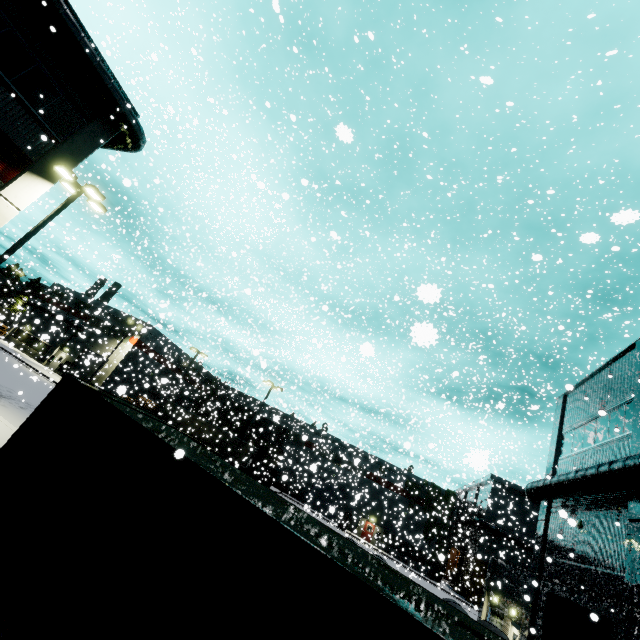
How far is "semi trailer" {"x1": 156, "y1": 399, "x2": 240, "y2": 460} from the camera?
37.38m

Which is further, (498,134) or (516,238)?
(498,134)

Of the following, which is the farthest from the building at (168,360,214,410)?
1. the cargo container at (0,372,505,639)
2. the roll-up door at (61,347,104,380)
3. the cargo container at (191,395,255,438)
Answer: the cargo container at (191,395,255,438)

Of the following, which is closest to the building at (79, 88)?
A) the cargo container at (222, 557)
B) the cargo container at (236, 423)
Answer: the cargo container at (222, 557)

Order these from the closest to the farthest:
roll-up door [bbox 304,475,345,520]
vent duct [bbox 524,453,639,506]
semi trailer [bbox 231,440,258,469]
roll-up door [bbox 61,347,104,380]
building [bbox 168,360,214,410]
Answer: vent duct [bbox 524,453,639,506] → roll-up door [bbox 61,347,104,380] → semi trailer [bbox 231,440,258,469] → roll-up door [bbox 304,475,345,520] → building [bbox 168,360,214,410]

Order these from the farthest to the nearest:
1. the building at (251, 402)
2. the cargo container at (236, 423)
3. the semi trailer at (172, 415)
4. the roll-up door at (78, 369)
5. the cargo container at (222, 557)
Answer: the building at (251, 402), the cargo container at (236, 423), the semi trailer at (172, 415), the roll-up door at (78, 369), the cargo container at (222, 557)

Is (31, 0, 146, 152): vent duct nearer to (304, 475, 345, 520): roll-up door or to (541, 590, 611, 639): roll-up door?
(541, 590, 611, 639): roll-up door

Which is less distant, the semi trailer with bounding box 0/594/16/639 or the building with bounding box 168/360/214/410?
the semi trailer with bounding box 0/594/16/639
